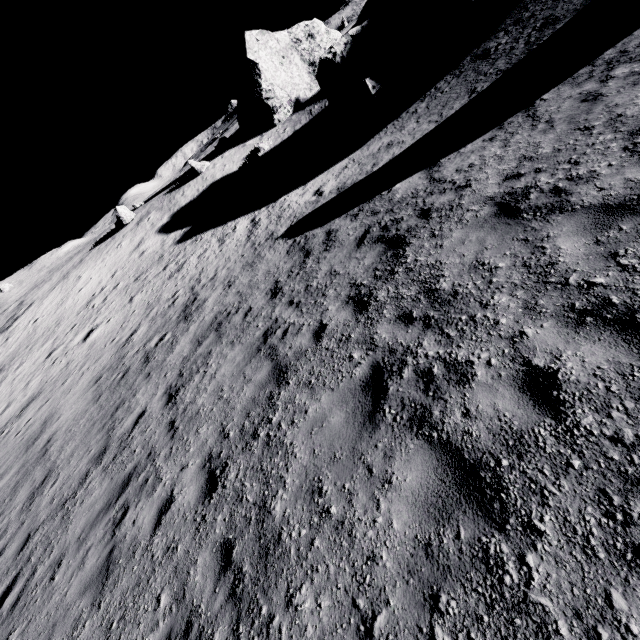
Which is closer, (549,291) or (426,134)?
(549,291)

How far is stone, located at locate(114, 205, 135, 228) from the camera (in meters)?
31.89

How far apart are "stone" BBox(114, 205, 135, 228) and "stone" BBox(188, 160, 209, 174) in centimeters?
725cm

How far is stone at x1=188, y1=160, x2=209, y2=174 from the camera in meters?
32.8

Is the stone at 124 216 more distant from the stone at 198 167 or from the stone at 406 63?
the stone at 406 63

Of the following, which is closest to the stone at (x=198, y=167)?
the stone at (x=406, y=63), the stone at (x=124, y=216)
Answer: the stone at (x=124, y=216)

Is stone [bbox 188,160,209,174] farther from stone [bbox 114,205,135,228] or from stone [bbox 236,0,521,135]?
stone [bbox 236,0,521,135]

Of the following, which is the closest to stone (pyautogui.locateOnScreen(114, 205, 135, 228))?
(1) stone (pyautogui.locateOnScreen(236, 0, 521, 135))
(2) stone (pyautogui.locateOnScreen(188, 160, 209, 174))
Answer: (2) stone (pyautogui.locateOnScreen(188, 160, 209, 174))
